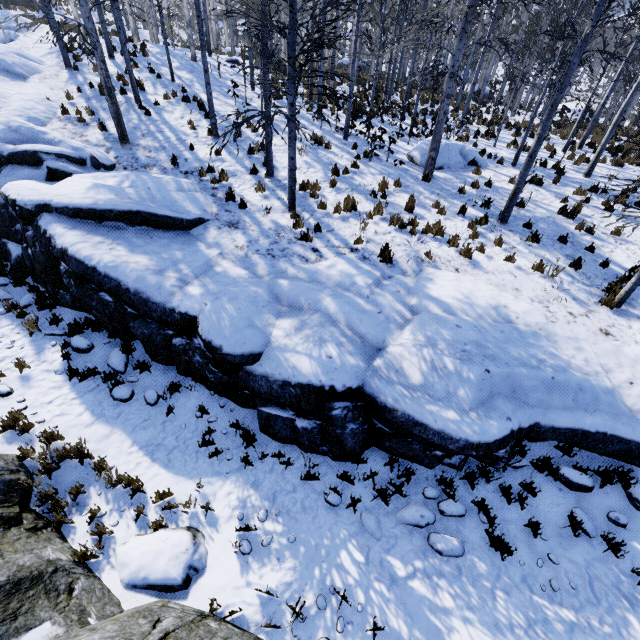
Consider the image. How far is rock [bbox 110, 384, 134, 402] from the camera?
6.78m

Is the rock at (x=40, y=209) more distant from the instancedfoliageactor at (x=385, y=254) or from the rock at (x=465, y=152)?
the rock at (x=465, y=152)

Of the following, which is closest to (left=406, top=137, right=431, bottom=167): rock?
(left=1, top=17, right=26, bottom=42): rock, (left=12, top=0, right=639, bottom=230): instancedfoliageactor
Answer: (left=12, top=0, right=639, bottom=230): instancedfoliageactor

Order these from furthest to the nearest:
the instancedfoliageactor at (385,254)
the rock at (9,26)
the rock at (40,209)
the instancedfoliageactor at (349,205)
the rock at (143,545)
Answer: the rock at (9,26) < the instancedfoliageactor at (349,205) < the instancedfoliageactor at (385,254) < the rock at (40,209) < the rock at (143,545)

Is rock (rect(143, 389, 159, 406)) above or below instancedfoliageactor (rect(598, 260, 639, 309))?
below

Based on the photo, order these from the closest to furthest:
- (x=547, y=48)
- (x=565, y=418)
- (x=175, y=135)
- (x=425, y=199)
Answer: (x=565, y=418), (x=425, y=199), (x=175, y=135), (x=547, y=48)
